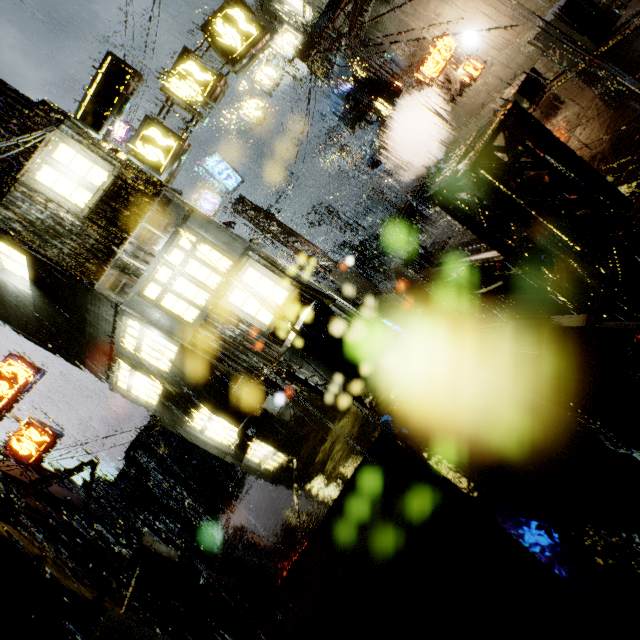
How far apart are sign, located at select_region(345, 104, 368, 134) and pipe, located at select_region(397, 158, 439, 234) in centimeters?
490cm

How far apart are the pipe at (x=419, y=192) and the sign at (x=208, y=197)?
9.7m

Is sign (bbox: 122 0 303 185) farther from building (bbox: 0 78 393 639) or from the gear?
the gear

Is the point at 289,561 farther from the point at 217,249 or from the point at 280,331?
the point at 217,249

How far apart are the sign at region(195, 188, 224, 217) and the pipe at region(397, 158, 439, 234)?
9.7m

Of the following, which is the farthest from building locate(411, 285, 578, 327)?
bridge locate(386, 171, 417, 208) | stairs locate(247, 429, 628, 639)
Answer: stairs locate(247, 429, 628, 639)

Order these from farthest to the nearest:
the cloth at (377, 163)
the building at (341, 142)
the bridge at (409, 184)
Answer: the building at (341, 142) < the bridge at (409, 184) < the cloth at (377, 163)

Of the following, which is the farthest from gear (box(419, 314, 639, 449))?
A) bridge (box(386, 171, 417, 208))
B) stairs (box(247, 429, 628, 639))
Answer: bridge (box(386, 171, 417, 208))
